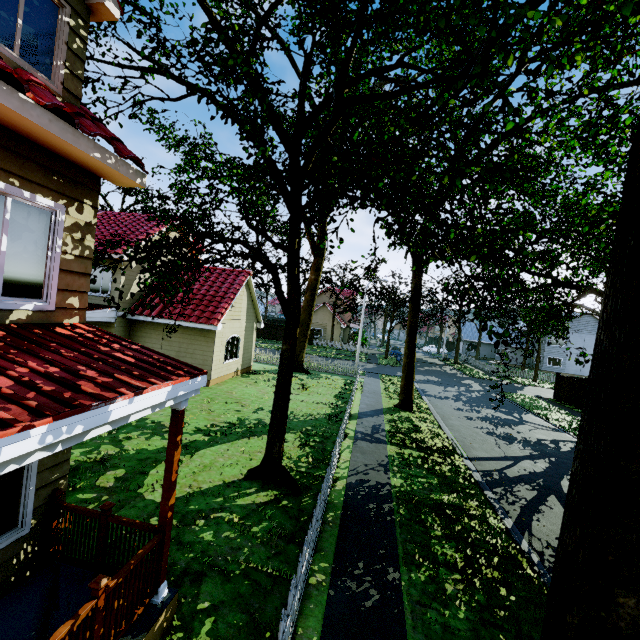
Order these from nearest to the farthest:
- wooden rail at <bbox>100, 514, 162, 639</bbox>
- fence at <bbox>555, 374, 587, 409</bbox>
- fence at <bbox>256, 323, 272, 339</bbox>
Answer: wooden rail at <bbox>100, 514, 162, 639</bbox>, fence at <bbox>555, 374, 587, 409</bbox>, fence at <bbox>256, 323, 272, 339</bbox>

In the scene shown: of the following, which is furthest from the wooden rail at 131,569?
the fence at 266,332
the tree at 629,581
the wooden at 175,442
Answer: the tree at 629,581

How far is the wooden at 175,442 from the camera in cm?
426

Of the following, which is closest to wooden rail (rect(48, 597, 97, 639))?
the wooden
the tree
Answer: the wooden

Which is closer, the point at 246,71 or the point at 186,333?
the point at 246,71

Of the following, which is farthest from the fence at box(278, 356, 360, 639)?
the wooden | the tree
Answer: the wooden

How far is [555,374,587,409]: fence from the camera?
23.4 meters
